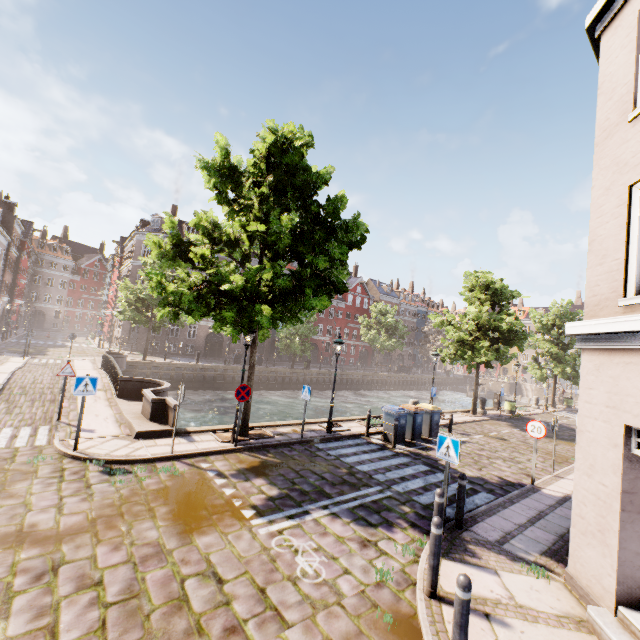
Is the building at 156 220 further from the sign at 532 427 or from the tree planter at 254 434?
the sign at 532 427

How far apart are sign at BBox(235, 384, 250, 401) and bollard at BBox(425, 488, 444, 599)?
6.60m

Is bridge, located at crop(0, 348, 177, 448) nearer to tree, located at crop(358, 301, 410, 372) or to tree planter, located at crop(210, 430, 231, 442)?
tree planter, located at crop(210, 430, 231, 442)

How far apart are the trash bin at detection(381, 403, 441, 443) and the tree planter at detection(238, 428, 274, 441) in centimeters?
579cm

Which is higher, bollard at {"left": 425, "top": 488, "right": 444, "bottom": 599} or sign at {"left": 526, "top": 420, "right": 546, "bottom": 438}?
sign at {"left": 526, "top": 420, "right": 546, "bottom": 438}

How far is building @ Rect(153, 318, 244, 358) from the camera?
37.9m

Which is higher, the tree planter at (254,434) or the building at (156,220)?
the building at (156,220)

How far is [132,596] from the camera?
4.3 meters
